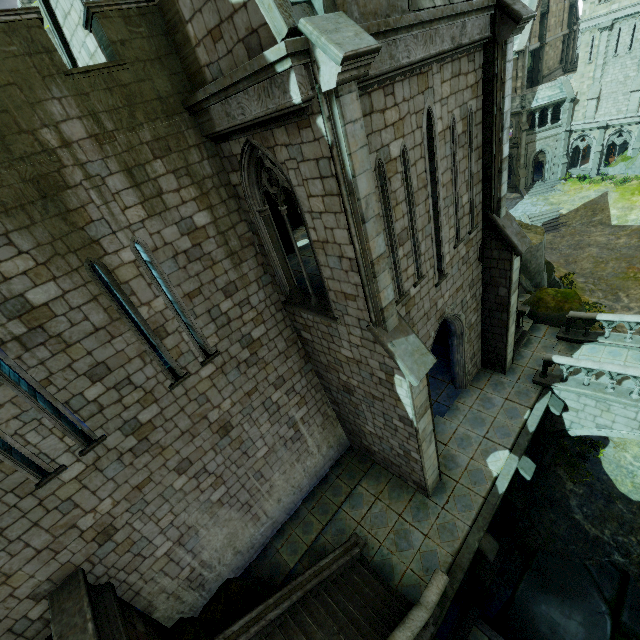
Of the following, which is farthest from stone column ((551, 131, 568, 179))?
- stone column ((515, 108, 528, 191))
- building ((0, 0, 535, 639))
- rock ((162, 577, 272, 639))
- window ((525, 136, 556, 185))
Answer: rock ((162, 577, 272, 639))

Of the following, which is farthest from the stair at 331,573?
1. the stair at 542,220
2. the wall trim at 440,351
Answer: the stair at 542,220

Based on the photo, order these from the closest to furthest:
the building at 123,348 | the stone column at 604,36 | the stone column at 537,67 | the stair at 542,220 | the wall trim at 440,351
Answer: the building at 123,348
the wall trim at 440,351
the stone column at 604,36
the stair at 542,220
the stone column at 537,67

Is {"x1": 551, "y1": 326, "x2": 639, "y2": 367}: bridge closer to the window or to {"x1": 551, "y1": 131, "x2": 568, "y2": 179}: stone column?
the window

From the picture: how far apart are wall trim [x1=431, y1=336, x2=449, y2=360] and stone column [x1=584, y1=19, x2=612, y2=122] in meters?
37.5 m

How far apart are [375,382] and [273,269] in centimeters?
437cm

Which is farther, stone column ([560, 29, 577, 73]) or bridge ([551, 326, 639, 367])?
stone column ([560, 29, 577, 73])

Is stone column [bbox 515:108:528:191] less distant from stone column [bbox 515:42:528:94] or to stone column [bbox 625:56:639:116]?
stone column [bbox 515:42:528:94]
